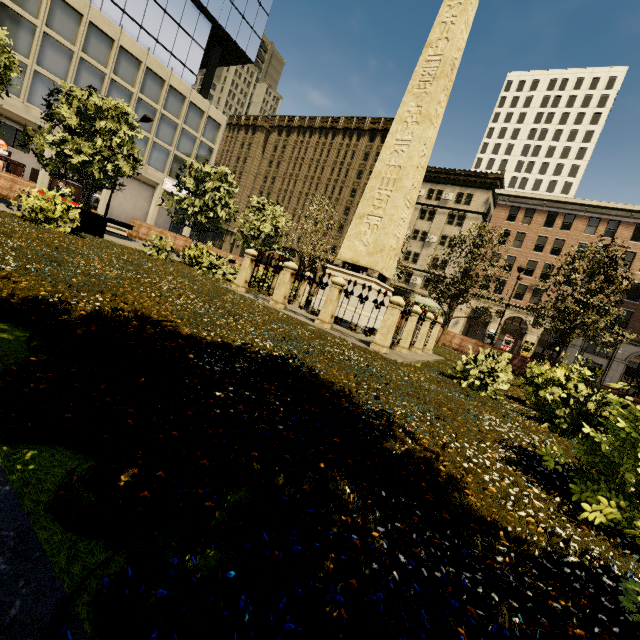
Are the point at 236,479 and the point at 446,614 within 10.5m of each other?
yes

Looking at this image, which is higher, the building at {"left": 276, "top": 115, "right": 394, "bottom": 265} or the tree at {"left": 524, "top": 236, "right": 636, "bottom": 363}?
the building at {"left": 276, "top": 115, "right": 394, "bottom": 265}

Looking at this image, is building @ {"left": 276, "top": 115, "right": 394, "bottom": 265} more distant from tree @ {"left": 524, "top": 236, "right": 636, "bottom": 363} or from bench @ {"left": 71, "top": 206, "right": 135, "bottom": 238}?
bench @ {"left": 71, "top": 206, "right": 135, "bottom": 238}

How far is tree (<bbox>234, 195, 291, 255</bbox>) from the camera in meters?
22.6 m

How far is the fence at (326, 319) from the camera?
8.4m

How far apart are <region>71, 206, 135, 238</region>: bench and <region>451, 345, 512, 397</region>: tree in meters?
12.9

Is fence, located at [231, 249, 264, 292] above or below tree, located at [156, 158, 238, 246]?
below
